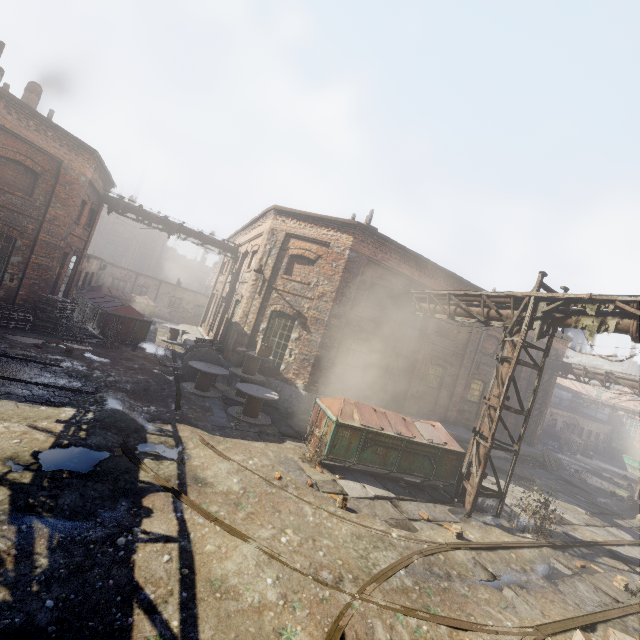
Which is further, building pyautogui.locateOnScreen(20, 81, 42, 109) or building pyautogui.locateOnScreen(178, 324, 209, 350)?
building pyautogui.locateOnScreen(178, 324, 209, 350)

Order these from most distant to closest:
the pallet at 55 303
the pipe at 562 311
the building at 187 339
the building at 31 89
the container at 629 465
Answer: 1. the container at 629 465
2. the building at 187 339
3. the building at 31 89
4. the pallet at 55 303
5. the pipe at 562 311

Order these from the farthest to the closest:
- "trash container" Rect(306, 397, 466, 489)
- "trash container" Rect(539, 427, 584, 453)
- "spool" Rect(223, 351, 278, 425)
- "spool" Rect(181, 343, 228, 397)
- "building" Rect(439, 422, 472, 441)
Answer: "trash container" Rect(539, 427, 584, 453) < "building" Rect(439, 422, 472, 441) < "spool" Rect(181, 343, 228, 397) < "spool" Rect(223, 351, 278, 425) < "trash container" Rect(306, 397, 466, 489)

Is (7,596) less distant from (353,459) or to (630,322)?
(353,459)

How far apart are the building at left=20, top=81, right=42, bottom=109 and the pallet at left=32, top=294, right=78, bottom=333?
8.70m

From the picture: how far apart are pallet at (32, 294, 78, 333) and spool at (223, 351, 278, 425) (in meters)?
8.61

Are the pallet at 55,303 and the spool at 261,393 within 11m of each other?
yes

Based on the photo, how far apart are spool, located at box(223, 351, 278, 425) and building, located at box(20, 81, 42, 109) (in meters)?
16.55
